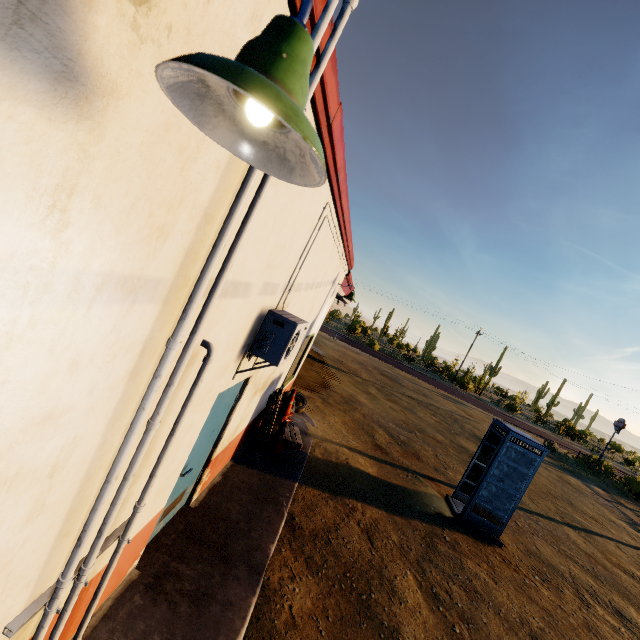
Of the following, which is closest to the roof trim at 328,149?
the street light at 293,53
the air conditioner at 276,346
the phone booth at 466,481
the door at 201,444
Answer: the street light at 293,53

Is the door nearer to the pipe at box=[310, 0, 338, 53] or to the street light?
the pipe at box=[310, 0, 338, 53]

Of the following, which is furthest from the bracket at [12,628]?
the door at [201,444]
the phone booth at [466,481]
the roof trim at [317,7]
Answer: the phone booth at [466,481]

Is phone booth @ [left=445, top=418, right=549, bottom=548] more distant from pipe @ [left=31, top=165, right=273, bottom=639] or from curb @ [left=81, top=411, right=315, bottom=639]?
pipe @ [left=31, top=165, right=273, bottom=639]

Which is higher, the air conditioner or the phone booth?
the air conditioner

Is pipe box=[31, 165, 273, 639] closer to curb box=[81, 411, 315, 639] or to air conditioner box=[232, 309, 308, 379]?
curb box=[81, 411, 315, 639]

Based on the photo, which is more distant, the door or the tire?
the tire

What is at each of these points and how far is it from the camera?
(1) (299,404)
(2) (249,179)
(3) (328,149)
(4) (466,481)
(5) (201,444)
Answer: (1) tire, 10.5m
(2) pipe, 1.7m
(3) roof trim, 2.9m
(4) phone booth, 9.0m
(5) door, 4.0m
